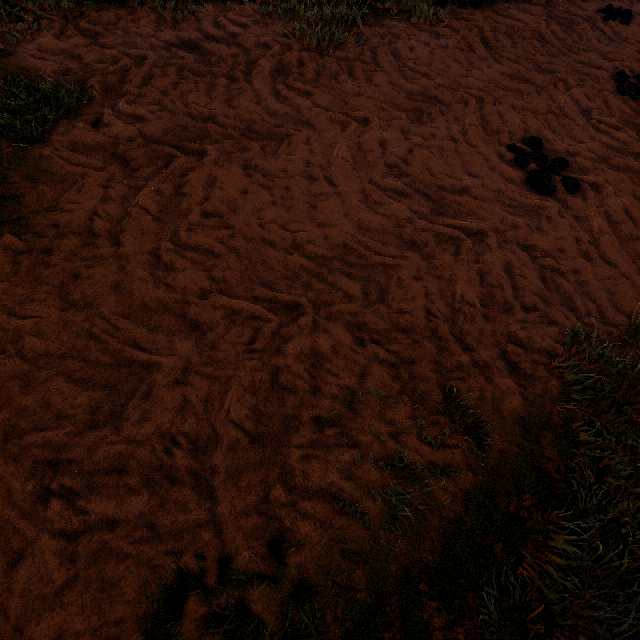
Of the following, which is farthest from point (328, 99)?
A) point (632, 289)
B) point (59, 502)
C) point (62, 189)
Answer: point (59, 502)
